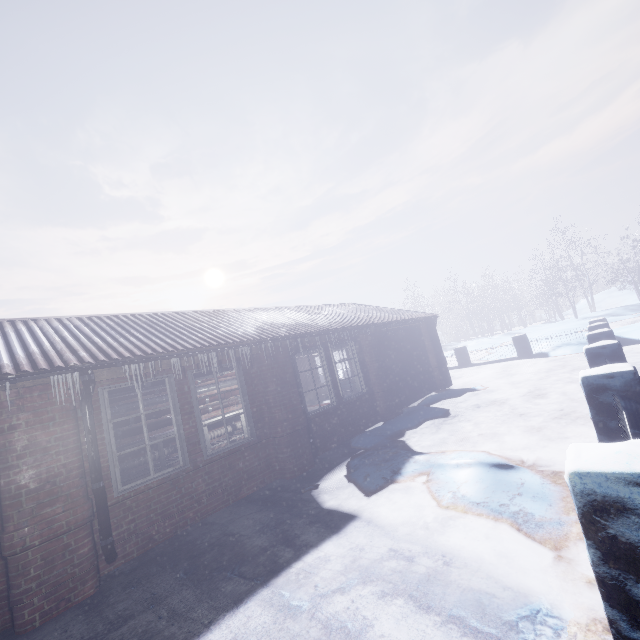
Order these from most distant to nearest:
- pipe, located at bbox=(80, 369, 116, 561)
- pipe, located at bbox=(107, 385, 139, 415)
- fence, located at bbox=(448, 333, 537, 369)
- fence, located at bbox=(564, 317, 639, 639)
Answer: fence, located at bbox=(448, 333, 537, 369), pipe, located at bbox=(107, 385, 139, 415), pipe, located at bbox=(80, 369, 116, 561), fence, located at bbox=(564, 317, 639, 639)

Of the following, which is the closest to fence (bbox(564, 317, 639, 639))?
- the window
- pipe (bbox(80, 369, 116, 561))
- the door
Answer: the window

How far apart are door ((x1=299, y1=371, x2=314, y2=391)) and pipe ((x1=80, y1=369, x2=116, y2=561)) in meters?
9.8

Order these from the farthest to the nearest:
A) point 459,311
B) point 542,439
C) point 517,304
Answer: point 459,311, point 517,304, point 542,439

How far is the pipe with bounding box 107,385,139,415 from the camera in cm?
469

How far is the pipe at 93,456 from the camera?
3.48m

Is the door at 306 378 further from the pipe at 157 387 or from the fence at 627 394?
the fence at 627 394

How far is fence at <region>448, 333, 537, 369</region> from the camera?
12.1 meters
